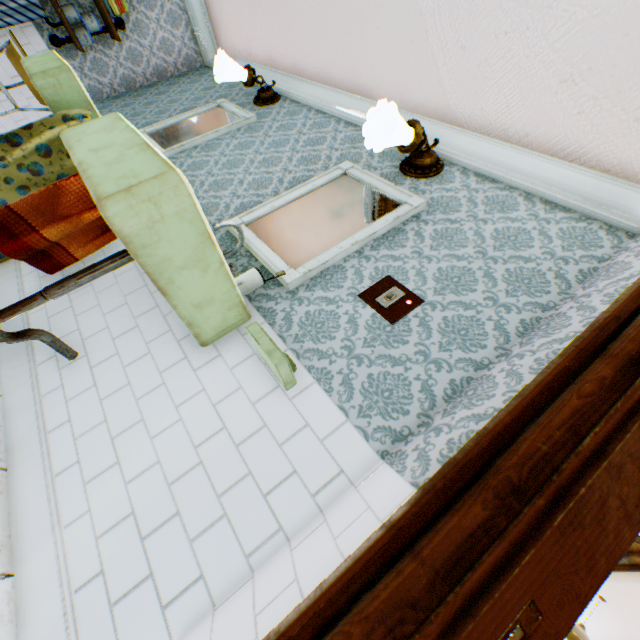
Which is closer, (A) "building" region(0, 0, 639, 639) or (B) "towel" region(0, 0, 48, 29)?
(A) "building" region(0, 0, 639, 639)

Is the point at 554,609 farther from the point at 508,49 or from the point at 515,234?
the point at 508,49

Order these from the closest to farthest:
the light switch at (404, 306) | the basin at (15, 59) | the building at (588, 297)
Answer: the building at (588, 297) < the light switch at (404, 306) < the basin at (15, 59)

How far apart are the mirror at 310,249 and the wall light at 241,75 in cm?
172

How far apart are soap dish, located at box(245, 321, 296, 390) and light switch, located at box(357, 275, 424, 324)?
0.50m

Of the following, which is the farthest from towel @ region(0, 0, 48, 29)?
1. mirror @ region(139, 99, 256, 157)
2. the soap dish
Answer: the soap dish

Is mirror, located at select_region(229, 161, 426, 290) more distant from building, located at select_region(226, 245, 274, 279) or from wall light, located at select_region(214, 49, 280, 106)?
wall light, located at select_region(214, 49, 280, 106)

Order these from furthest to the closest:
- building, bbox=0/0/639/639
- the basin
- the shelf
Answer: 1. the shelf
2. the basin
3. building, bbox=0/0/639/639
